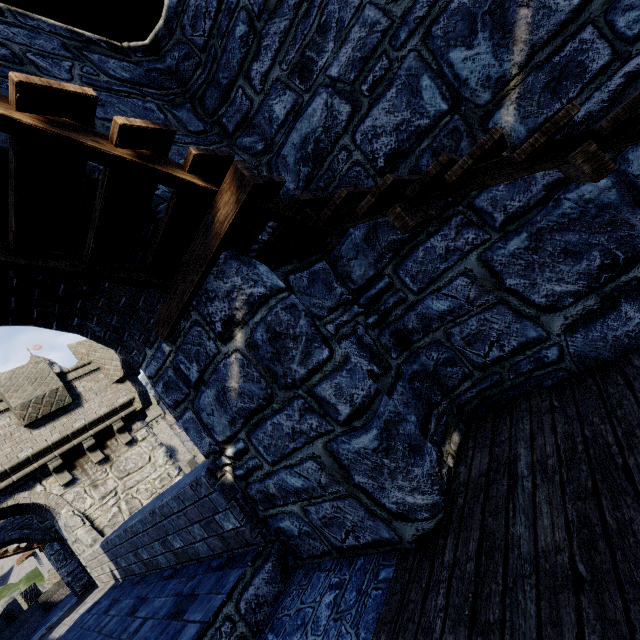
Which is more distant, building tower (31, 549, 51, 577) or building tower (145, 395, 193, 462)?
building tower (145, 395, 193, 462)

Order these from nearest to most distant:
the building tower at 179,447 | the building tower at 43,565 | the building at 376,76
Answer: the building at 376,76 → the building tower at 43,565 → the building tower at 179,447

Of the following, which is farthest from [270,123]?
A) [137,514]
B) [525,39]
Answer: [137,514]

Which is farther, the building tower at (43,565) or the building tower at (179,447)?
the building tower at (179,447)

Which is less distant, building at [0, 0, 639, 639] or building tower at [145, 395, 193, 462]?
building at [0, 0, 639, 639]

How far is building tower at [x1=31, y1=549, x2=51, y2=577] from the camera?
40.2m
